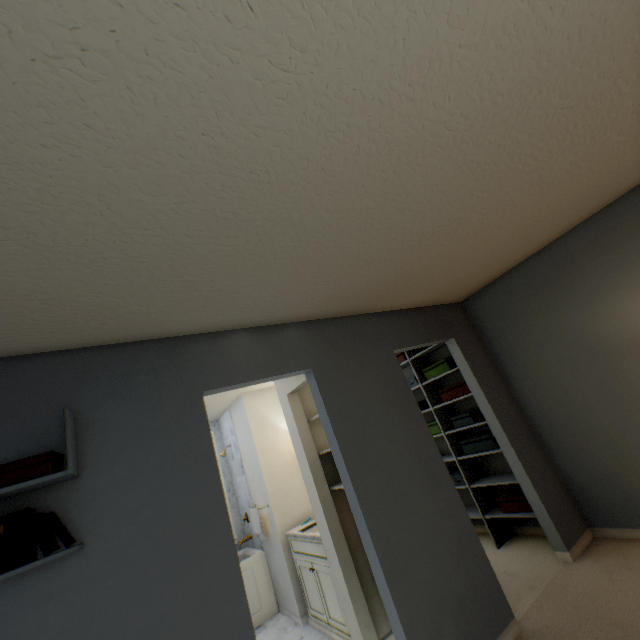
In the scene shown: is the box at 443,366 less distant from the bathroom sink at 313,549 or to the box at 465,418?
the box at 465,418

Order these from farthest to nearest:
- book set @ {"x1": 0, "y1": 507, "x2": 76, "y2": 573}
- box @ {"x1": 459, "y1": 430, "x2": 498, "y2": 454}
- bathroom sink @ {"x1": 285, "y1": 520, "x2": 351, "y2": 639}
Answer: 1. box @ {"x1": 459, "y1": 430, "x2": 498, "y2": 454}
2. bathroom sink @ {"x1": 285, "y1": 520, "x2": 351, "y2": 639}
3. book set @ {"x1": 0, "y1": 507, "x2": 76, "y2": 573}

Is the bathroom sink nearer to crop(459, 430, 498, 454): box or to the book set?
crop(459, 430, 498, 454): box

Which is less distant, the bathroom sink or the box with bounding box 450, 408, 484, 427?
the bathroom sink

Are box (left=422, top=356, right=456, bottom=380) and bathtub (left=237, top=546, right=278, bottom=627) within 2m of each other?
no

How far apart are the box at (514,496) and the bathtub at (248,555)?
2.82m

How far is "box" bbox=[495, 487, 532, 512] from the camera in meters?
3.2

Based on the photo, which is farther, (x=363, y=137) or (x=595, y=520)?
(x=595, y=520)
